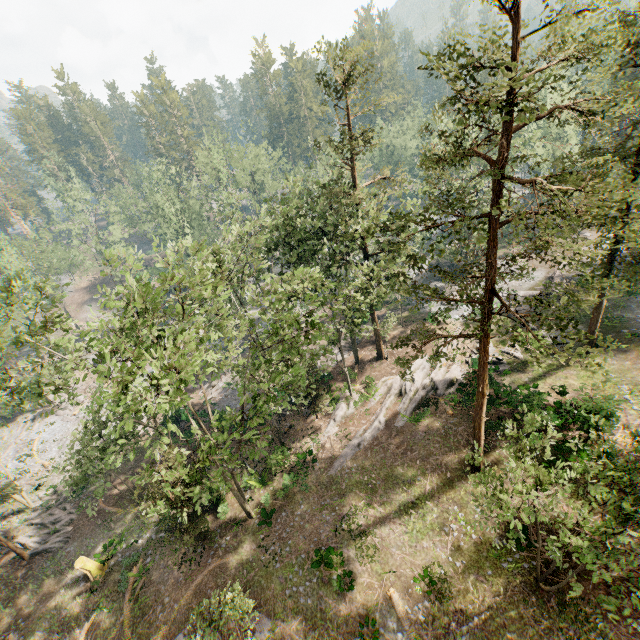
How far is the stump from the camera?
22.4 meters

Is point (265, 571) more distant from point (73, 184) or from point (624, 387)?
point (73, 184)

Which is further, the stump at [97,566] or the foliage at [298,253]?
the stump at [97,566]

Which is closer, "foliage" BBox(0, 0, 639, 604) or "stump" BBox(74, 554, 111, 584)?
"foliage" BBox(0, 0, 639, 604)

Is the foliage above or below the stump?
above

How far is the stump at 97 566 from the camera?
22.4m
